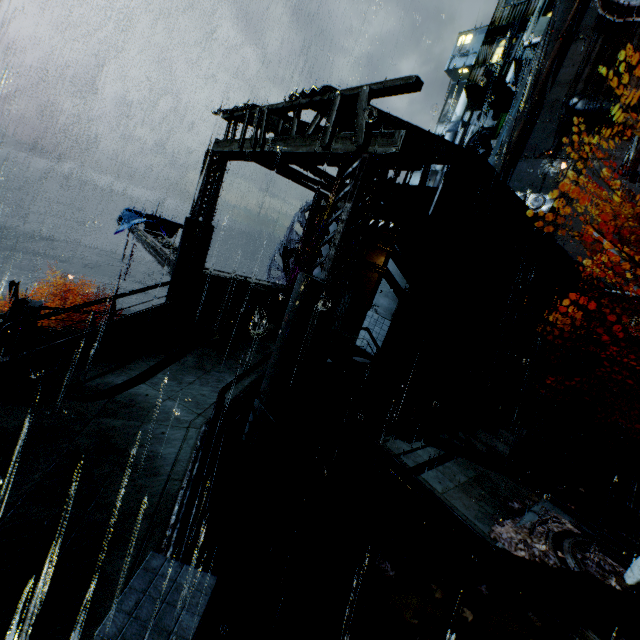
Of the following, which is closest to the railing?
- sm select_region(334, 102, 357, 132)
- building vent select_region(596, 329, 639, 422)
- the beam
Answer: the beam

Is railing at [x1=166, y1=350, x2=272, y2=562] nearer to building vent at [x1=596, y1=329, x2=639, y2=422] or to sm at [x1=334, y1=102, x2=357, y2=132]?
sm at [x1=334, y1=102, x2=357, y2=132]

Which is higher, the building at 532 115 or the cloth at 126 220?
the building at 532 115

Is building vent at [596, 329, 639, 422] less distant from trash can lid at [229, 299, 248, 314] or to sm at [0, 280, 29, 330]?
trash can lid at [229, 299, 248, 314]

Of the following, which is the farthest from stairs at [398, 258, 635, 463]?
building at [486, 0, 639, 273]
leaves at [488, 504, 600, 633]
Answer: leaves at [488, 504, 600, 633]

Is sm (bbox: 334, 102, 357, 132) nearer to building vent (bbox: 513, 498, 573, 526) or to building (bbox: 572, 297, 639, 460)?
building (bbox: 572, 297, 639, 460)

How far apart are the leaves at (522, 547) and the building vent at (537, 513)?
0.00m

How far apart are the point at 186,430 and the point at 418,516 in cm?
612
